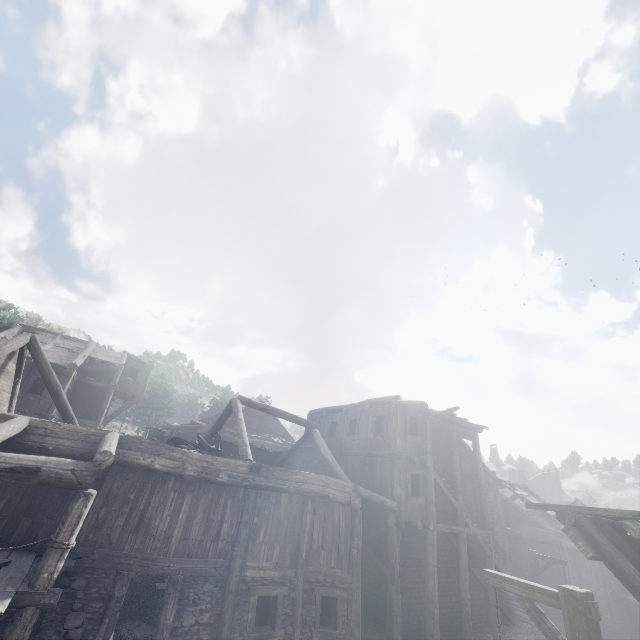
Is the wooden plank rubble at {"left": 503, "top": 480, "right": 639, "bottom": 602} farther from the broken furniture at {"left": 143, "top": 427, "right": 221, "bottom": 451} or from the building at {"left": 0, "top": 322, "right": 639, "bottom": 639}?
the broken furniture at {"left": 143, "top": 427, "right": 221, "bottom": 451}

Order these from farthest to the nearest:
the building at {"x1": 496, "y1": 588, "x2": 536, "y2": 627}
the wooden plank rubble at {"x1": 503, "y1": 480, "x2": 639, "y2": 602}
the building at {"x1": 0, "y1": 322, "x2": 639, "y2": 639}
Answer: the building at {"x1": 496, "y1": 588, "x2": 536, "y2": 627} → the building at {"x1": 0, "y1": 322, "x2": 639, "y2": 639} → the wooden plank rubble at {"x1": 503, "y1": 480, "x2": 639, "y2": 602}

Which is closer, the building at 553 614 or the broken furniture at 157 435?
the broken furniture at 157 435

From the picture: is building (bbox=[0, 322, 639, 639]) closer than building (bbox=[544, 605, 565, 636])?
Yes

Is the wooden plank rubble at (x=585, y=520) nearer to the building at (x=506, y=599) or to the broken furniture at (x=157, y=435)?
the building at (x=506, y=599)

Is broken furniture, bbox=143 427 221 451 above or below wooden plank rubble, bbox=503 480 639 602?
above

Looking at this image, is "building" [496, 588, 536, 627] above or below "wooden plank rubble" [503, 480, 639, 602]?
below

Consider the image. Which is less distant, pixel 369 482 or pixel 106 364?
pixel 369 482
